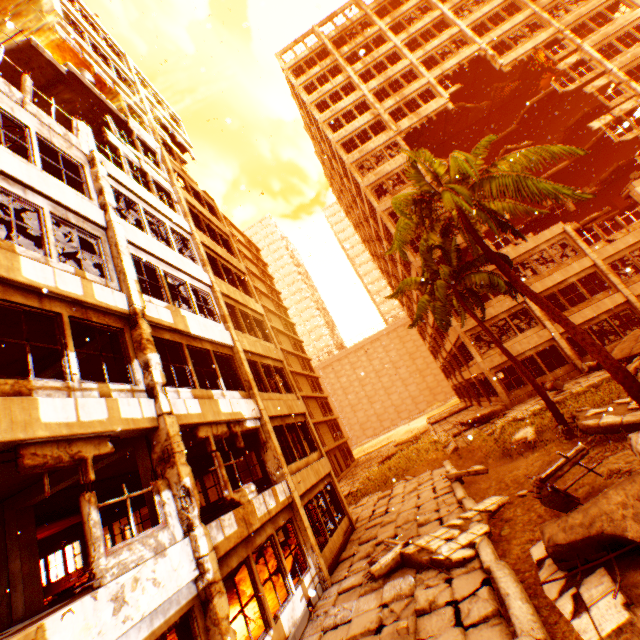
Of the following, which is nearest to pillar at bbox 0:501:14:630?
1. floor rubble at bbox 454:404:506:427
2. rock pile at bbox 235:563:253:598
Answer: rock pile at bbox 235:563:253:598

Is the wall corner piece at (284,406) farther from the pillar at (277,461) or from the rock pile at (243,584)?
the rock pile at (243,584)

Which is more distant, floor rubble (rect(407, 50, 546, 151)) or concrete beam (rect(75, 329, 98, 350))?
floor rubble (rect(407, 50, 546, 151))

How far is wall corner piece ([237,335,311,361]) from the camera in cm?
1390

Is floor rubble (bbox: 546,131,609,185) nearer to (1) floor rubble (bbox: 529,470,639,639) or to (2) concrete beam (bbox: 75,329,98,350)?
(1) floor rubble (bbox: 529,470,639,639)

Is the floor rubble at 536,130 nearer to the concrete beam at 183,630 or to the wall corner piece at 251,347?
the wall corner piece at 251,347

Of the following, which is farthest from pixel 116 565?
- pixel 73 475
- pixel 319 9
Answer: pixel 319 9

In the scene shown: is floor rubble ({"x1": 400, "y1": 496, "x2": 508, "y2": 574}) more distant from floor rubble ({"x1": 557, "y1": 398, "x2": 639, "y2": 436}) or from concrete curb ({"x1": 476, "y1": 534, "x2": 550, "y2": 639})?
floor rubble ({"x1": 557, "y1": 398, "x2": 639, "y2": 436})
